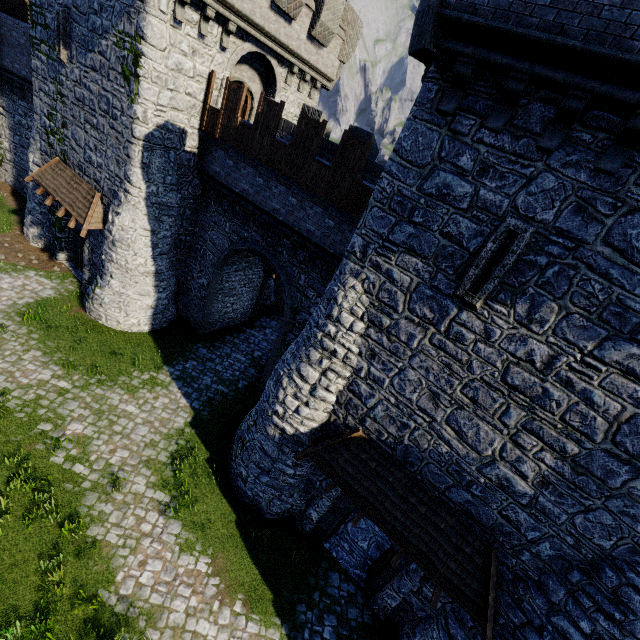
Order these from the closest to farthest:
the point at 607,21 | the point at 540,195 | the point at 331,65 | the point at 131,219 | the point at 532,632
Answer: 1. the point at 607,21
2. the point at 540,195
3. the point at 532,632
4. the point at 131,219
5. the point at 331,65

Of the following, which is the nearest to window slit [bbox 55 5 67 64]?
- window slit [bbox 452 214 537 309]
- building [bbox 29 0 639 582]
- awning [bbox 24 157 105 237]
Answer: building [bbox 29 0 639 582]

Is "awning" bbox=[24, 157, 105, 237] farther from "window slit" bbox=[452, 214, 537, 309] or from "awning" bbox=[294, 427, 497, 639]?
"window slit" bbox=[452, 214, 537, 309]

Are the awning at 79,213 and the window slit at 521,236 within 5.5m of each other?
no

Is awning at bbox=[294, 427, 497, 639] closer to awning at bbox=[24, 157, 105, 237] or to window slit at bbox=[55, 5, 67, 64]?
awning at bbox=[24, 157, 105, 237]

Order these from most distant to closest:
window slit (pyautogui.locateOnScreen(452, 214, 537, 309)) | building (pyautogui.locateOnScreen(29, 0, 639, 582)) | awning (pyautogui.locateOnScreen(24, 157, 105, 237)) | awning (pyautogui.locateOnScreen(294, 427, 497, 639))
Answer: awning (pyautogui.locateOnScreen(24, 157, 105, 237)) < awning (pyautogui.locateOnScreen(294, 427, 497, 639)) < window slit (pyautogui.locateOnScreen(452, 214, 537, 309)) < building (pyautogui.locateOnScreen(29, 0, 639, 582))

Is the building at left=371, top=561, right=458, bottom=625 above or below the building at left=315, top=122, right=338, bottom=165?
below

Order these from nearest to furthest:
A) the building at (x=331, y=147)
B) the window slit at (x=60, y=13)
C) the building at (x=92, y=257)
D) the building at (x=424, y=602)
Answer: the building at (x=424, y=602) → the building at (x=331, y=147) → the window slit at (x=60, y=13) → the building at (x=92, y=257)
